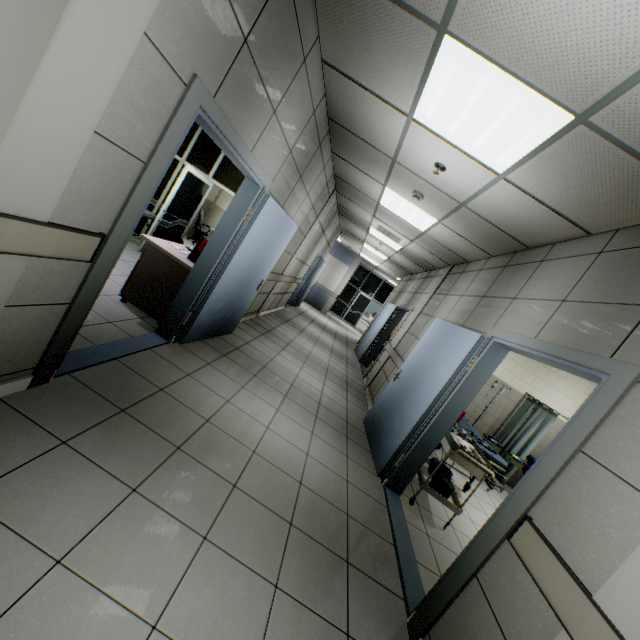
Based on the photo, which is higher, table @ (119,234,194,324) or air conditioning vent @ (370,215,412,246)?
air conditioning vent @ (370,215,412,246)

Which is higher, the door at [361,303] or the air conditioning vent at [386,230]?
the air conditioning vent at [386,230]

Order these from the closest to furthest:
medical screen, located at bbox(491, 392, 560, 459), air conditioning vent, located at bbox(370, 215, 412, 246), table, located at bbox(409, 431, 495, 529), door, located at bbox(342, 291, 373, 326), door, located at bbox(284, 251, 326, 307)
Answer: table, located at bbox(409, 431, 495, 529) → medical screen, located at bbox(491, 392, 560, 459) → air conditioning vent, located at bbox(370, 215, 412, 246) → door, located at bbox(284, 251, 326, 307) → door, located at bbox(342, 291, 373, 326)

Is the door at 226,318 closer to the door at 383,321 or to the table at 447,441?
the table at 447,441

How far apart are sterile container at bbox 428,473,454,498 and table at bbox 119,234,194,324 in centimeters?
372cm

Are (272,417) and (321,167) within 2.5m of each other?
no

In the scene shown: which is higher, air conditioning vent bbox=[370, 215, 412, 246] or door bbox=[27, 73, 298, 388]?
air conditioning vent bbox=[370, 215, 412, 246]

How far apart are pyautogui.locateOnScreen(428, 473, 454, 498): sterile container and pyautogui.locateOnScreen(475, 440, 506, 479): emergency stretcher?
0.9m
